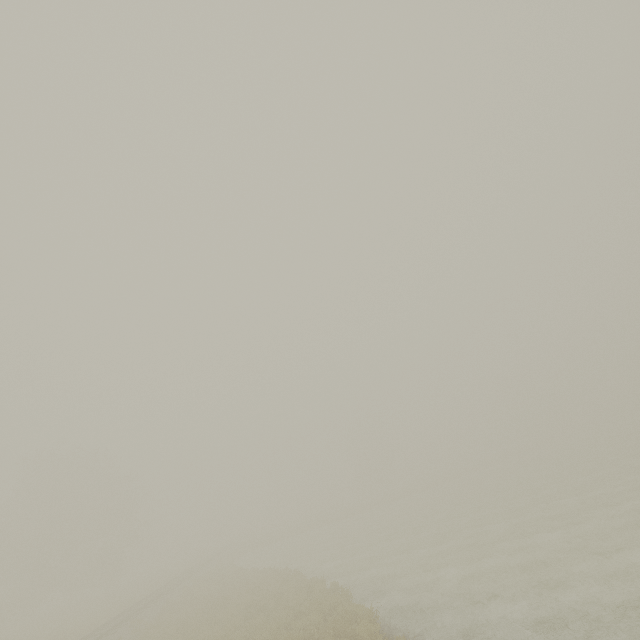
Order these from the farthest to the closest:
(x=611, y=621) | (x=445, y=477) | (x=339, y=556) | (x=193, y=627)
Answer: (x=445, y=477) < (x=339, y=556) < (x=193, y=627) < (x=611, y=621)
